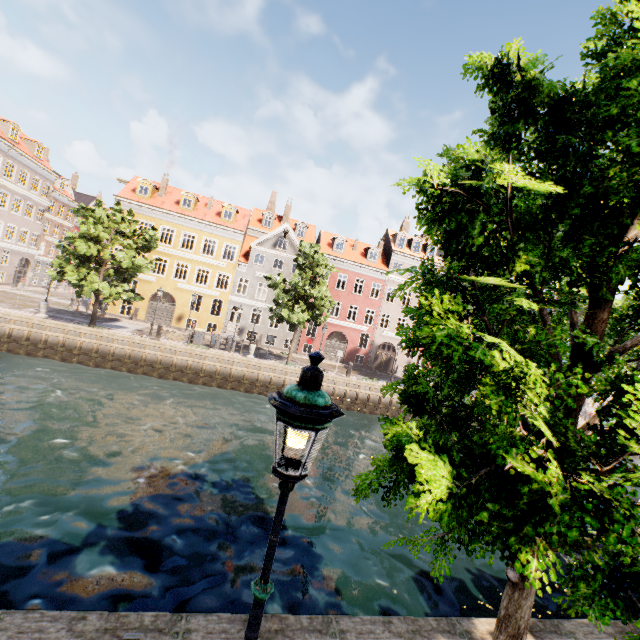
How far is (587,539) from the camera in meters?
3.5 m

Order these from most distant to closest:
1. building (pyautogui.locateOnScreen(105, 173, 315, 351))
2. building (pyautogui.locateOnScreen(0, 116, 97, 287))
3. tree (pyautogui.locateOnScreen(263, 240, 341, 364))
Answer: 1. building (pyautogui.locateOnScreen(0, 116, 97, 287))
2. building (pyautogui.locateOnScreen(105, 173, 315, 351))
3. tree (pyautogui.locateOnScreen(263, 240, 341, 364))

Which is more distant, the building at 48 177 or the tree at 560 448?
the building at 48 177

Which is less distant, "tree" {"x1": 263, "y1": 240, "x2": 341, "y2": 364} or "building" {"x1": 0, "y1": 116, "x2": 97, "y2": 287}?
"tree" {"x1": 263, "y1": 240, "x2": 341, "y2": 364}

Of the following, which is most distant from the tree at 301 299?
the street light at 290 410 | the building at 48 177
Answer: the building at 48 177

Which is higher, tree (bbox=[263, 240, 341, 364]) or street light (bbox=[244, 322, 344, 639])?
tree (bbox=[263, 240, 341, 364])

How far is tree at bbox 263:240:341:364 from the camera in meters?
23.3 m
